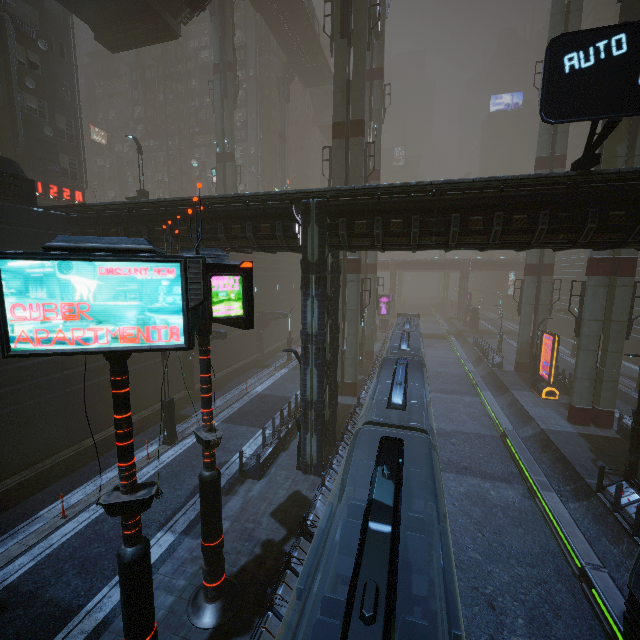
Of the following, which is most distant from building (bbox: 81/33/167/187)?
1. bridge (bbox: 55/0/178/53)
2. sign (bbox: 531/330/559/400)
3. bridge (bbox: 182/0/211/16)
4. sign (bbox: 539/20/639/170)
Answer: bridge (bbox: 182/0/211/16)

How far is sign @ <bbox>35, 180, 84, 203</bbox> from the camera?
24.4m

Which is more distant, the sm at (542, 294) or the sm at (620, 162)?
the sm at (542, 294)

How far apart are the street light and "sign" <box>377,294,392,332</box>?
37.35m

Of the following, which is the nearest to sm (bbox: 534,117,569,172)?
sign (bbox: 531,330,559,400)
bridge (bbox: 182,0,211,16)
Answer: sign (bbox: 531,330,559,400)

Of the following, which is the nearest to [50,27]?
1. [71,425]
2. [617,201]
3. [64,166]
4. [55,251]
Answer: [64,166]

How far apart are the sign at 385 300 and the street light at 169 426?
37.4 meters

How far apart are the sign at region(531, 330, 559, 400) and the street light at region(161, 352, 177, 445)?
25.3 meters
